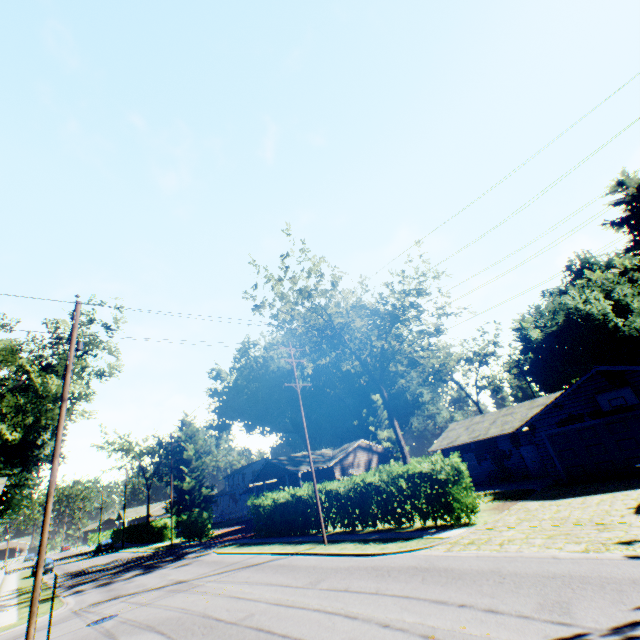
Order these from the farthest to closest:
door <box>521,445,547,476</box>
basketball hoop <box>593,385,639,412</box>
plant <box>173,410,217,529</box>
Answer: plant <box>173,410,217,529</box>
door <box>521,445,547,476</box>
basketball hoop <box>593,385,639,412</box>

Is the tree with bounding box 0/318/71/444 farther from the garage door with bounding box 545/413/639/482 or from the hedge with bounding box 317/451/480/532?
the garage door with bounding box 545/413/639/482

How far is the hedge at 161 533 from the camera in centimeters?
4418cm

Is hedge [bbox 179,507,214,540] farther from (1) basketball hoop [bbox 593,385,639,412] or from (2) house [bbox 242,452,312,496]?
(1) basketball hoop [bbox 593,385,639,412]

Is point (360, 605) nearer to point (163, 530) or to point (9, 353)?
point (9, 353)

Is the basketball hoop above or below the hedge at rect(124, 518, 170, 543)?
above

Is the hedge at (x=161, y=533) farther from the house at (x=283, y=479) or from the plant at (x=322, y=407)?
the plant at (x=322, y=407)

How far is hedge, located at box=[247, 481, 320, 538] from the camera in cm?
2195
